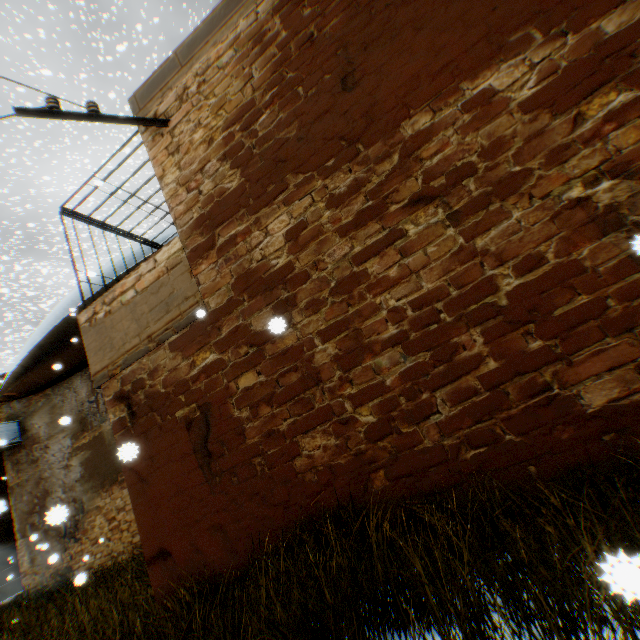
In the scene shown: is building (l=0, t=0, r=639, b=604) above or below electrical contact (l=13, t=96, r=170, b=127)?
below

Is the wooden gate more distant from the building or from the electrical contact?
the electrical contact

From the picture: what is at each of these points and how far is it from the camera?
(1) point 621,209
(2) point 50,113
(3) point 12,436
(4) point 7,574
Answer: (1) building, 2.7m
(2) electrical contact, 4.3m
(3) air conditioner, 11.2m
(4) wooden gate, 16.2m

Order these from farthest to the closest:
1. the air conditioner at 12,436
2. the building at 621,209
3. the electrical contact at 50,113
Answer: the air conditioner at 12,436, the electrical contact at 50,113, the building at 621,209

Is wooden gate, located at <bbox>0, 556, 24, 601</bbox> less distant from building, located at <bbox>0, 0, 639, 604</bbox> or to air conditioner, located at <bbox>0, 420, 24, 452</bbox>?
building, located at <bbox>0, 0, 639, 604</bbox>

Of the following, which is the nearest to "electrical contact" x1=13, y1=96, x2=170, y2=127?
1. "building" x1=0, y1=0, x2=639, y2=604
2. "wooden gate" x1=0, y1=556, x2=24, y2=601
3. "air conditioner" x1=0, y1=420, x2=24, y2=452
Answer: "building" x1=0, y1=0, x2=639, y2=604

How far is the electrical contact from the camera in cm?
418

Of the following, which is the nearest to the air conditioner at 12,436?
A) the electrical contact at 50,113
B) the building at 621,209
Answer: the building at 621,209
